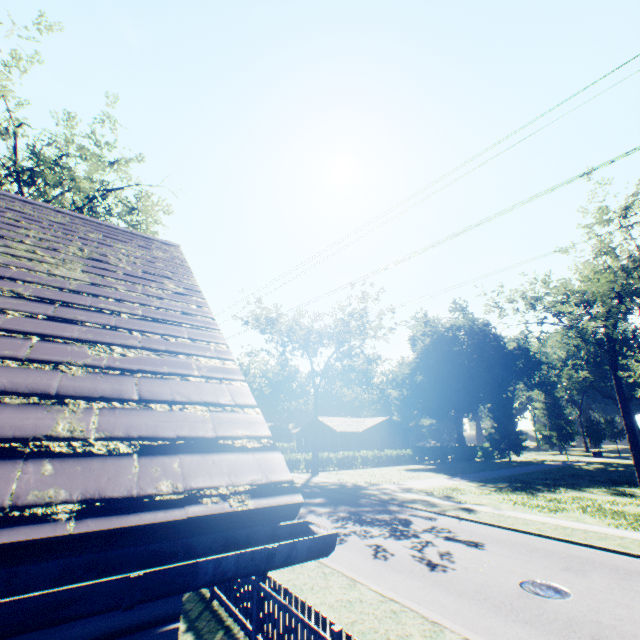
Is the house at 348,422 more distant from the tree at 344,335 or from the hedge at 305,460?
the tree at 344,335

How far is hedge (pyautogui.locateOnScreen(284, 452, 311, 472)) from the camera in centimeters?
3547cm

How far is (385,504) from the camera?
18.84m

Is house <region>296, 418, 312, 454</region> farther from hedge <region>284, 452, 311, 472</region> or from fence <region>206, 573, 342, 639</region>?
fence <region>206, 573, 342, 639</region>

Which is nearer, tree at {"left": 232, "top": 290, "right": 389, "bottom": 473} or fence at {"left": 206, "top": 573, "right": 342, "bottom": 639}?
fence at {"left": 206, "top": 573, "right": 342, "bottom": 639}

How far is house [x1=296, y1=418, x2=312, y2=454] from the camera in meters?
51.9

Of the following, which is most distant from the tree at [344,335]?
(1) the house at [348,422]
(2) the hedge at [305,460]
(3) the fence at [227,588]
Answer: (3) the fence at [227,588]

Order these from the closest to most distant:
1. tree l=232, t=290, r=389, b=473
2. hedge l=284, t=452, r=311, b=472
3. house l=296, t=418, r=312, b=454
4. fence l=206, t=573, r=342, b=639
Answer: fence l=206, t=573, r=342, b=639 → tree l=232, t=290, r=389, b=473 → hedge l=284, t=452, r=311, b=472 → house l=296, t=418, r=312, b=454
